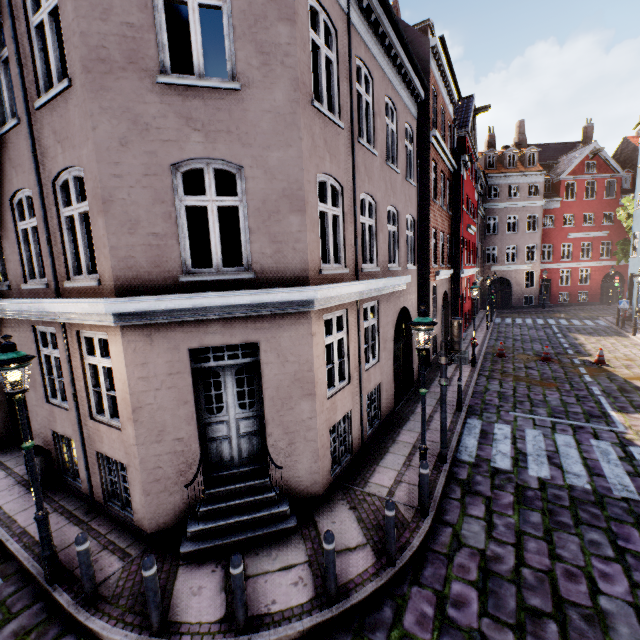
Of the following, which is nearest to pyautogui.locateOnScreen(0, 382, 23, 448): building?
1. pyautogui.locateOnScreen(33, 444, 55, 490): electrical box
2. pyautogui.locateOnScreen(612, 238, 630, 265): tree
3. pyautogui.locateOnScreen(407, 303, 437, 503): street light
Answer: pyautogui.locateOnScreen(33, 444, 55, 490): electrical box

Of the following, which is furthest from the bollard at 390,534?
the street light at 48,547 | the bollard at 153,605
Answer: the street light at 48,547

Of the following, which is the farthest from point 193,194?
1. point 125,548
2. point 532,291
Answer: point 532,291

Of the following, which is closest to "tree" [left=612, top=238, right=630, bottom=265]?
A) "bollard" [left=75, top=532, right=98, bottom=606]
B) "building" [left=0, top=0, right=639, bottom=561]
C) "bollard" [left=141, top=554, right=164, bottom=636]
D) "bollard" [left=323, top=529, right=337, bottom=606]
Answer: "building" [left=0, top=0, right=639, bottom=561]

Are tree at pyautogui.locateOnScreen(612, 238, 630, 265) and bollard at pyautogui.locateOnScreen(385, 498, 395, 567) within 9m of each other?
no

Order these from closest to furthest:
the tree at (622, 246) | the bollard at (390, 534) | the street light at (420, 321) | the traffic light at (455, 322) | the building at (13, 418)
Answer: the bollard at (390, 534)
the street light at (420, 321)
the traffic light at (455, 322)
the building at (13, 418)
the tree at (622, 246)

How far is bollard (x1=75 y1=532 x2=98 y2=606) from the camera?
4.6m

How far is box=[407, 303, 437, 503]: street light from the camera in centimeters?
575cm
